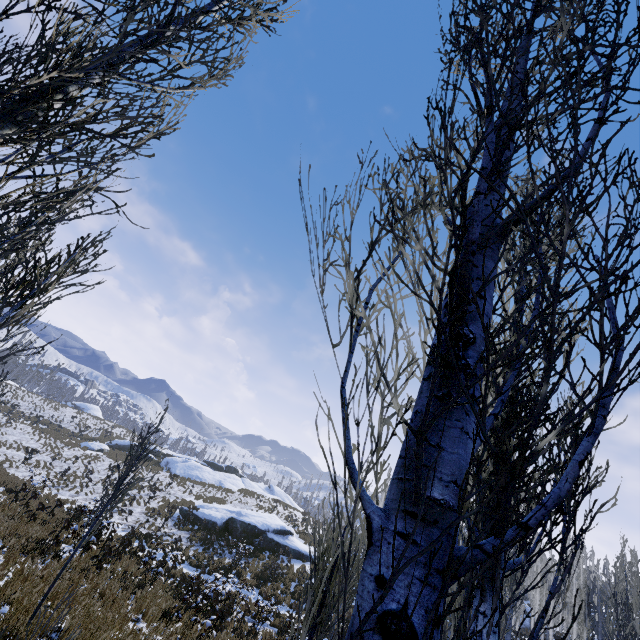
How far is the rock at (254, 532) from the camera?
25.6m

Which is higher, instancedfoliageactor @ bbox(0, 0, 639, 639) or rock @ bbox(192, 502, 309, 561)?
instancedfoliageactor @ bbox(0, 0, 639, 639)

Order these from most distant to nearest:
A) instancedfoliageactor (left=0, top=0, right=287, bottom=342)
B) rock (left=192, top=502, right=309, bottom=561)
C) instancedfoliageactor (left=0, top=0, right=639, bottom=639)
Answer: rock (left=192, top=502, right=309, bottom=561) < instancedfoliageactor (left=0, top=0, right=287, bottom=342) < instancedfoliageactor (left=0, top=0, right=639, bottom=639)

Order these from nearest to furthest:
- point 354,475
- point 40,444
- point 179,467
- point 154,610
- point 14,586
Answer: point 354,475 → point 14,586 → point 154,610 → point 40,444 → point 179,467

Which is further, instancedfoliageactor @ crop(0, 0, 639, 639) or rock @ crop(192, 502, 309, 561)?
rock @ crop(192, 502, 309, 561)

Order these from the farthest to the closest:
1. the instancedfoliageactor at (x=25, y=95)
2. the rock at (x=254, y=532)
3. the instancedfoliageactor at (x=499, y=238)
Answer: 1. the rock at (x=254, y=532)
2. the instancedfoliageactor at (x=25, y=95)
3. the instancedfoliageactor at (x=499, y=238)
